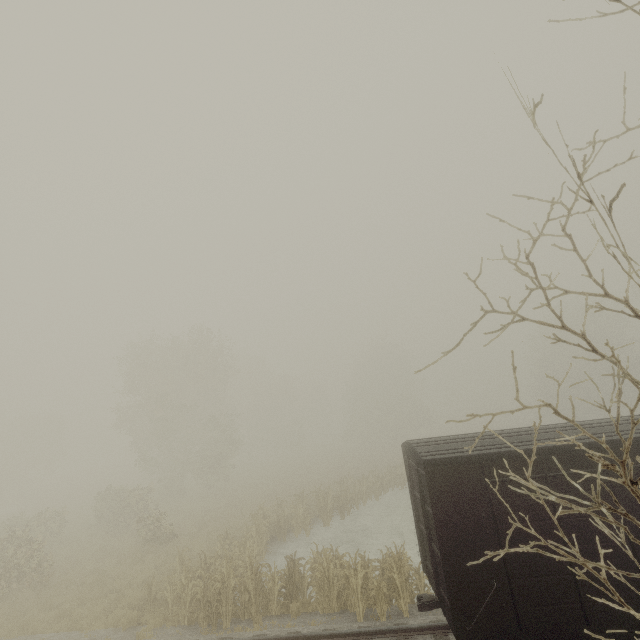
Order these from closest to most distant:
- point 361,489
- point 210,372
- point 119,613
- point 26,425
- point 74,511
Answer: point 119,613
point 361,489
point 74,511
point 210,372
point 26,425

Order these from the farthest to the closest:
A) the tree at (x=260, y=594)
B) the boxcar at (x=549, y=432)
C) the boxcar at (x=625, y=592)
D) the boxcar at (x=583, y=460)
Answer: the tree at (x=260, y=594), the boxcar at (x=549, y=432), the boxcar at (x=583, y=460), the boxcar at (x=625, y=592)

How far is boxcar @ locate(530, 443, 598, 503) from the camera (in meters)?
7.15

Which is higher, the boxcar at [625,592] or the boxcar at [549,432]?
the boxcar at [549,432]

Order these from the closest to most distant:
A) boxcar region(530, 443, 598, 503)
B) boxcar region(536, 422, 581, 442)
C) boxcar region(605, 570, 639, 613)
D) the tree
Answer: boxcar region(605, 570, 639, 613), boxcar region(530, 443, 598, 503), boxcar region(536, 422, 581, 442), the tree

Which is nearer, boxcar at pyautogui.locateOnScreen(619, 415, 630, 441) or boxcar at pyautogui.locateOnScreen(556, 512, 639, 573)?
boxcar at pyautogui.locateOnScreen(556, 512, 639, 573)
